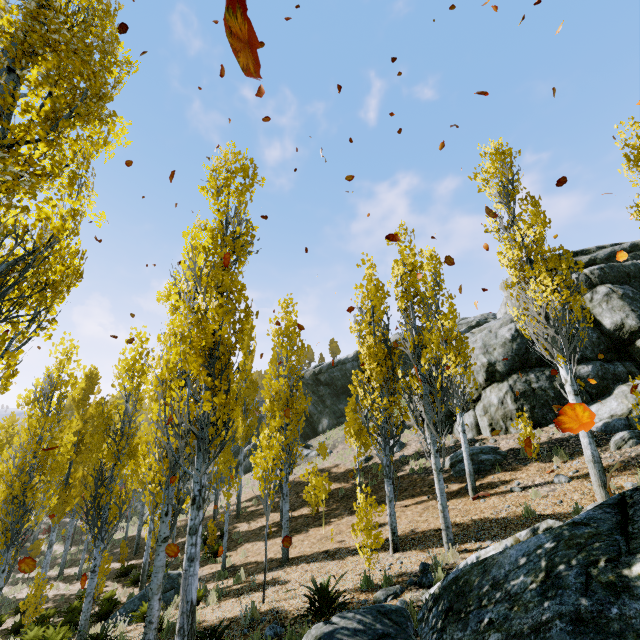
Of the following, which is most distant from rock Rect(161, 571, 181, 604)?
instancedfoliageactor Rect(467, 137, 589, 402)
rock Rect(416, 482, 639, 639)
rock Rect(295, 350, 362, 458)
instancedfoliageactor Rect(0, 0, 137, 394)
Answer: rock Rect(416, 482, 639, 639)

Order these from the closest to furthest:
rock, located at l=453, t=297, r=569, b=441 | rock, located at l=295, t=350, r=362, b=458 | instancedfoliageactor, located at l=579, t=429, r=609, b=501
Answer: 1. instancedfoliageactor, located at l=579, t=429, r=609, b=501
2. rock, located at l=453, t=297, r=569, b=441
3. rock, located at l=295, t=350, r=362, b=458

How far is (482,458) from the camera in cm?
1390

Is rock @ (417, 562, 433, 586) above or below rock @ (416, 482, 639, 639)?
below

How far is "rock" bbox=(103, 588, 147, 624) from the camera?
10.83m

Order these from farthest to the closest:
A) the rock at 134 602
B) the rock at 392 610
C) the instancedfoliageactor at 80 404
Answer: the rock at 134 602 → the instancedfoliageactor at 80 404 → the rock at 392 610

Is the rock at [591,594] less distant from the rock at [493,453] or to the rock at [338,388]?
the rock at [493,453]
